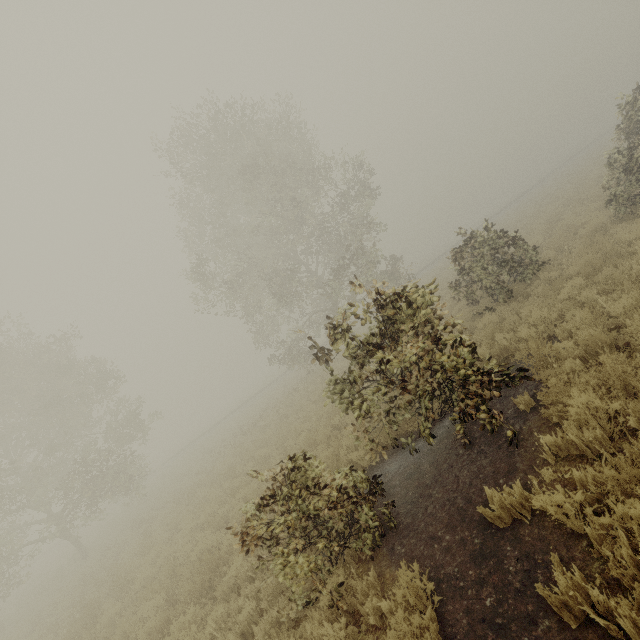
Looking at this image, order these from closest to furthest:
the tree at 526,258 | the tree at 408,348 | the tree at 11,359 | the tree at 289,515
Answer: the tree at 289,515, the tree at 408,348, the tree at 526,258, the tree at 11,359

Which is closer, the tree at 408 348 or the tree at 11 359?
the tree at 408 348

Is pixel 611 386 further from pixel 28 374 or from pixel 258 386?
pixel 258 386

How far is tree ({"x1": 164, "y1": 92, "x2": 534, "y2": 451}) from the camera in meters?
5.6

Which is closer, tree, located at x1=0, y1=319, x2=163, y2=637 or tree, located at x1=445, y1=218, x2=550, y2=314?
tree, located at x1=445, y1=218, x2=550, y2=314

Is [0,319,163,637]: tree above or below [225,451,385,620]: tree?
above
